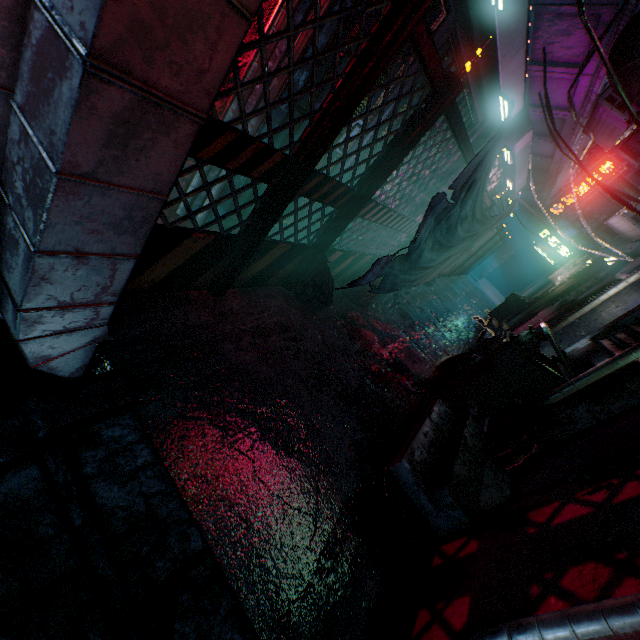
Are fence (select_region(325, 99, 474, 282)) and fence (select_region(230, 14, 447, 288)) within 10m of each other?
yes

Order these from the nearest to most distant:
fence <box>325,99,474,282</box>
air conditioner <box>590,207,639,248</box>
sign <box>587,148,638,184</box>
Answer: fence <box>325,99,474,282</box> → air conditioner <box>590,207,639,248</box> → sign <box>587,148,638,184</box>

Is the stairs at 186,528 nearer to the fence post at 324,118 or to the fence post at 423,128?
the fence post at 324,118

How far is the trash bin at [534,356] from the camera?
→ 2.7 meters

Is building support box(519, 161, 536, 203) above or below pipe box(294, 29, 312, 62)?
above

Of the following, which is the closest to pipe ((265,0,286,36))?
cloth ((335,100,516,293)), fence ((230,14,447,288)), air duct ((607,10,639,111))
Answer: fence ((230,14,447,288))

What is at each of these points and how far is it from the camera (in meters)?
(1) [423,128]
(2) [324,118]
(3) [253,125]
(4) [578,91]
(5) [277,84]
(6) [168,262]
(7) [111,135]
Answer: (1) fence post, 2.07
(2) fence post, 1.52
(3) pipe, 2.14
(4) building support, 4.21
(5) pipe, 2.01
(6) fence, 1.67
(7) air duct, 0.79

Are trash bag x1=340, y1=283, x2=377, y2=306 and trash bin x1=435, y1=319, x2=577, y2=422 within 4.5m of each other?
yes
